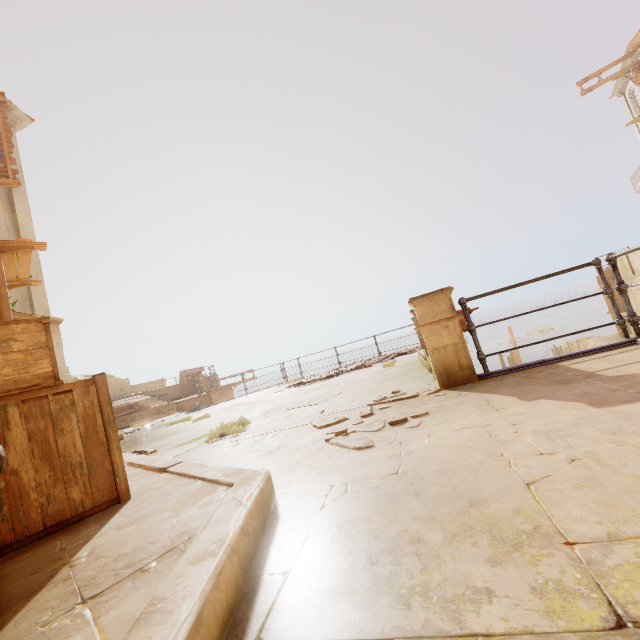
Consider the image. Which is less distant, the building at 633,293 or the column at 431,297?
the column at 431,297

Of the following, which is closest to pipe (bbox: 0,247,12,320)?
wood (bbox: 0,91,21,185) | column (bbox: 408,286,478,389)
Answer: wood (bbox: 0,91,21,185)

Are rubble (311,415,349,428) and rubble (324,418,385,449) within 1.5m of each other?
yes

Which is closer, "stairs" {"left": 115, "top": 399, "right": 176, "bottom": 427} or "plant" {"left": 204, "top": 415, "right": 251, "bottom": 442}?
"plant" {"left": 204, "top": 415, "right": 251, "bottom": 442}

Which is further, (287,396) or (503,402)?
(287,396)

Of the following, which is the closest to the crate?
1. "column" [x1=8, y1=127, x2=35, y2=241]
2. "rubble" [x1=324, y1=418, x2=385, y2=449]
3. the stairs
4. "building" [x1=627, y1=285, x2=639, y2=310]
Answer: "rubble" [x1=324, y1=418, x2=385, y2=449]

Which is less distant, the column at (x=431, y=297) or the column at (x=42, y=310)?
the column at (x=431, y=297)

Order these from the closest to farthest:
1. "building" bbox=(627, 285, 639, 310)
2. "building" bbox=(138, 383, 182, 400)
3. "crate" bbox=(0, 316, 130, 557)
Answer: "crate" bbox=(0, 316, 130, 557)
"building" bbox=(627, 285, 639, 310)
"building" bbox=(138, 383, 182, 400)
